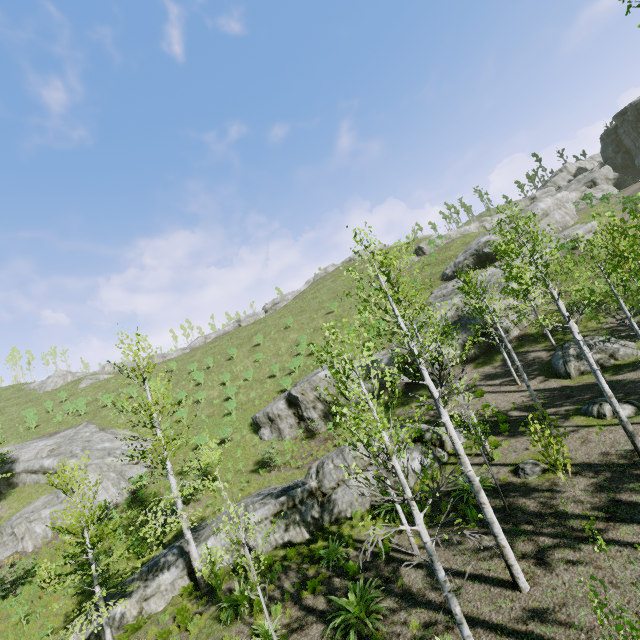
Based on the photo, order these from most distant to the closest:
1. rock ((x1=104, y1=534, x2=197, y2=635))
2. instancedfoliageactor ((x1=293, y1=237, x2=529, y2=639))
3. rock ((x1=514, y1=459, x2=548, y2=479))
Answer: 1. rock ((x1=104, y1=534, x2=197, y2=635))
2. rock ((x1=514, y1=459, x2=548, y2=479))
3. instancedfoliageactor ((x1=293, y1=237, x2=529, y2=639))

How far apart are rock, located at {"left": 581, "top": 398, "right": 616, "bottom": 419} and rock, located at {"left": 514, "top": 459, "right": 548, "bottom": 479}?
3.48m

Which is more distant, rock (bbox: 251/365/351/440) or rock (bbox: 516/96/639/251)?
rock (bbox: 516/96/639/251)

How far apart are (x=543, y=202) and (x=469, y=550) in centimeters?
3505cm

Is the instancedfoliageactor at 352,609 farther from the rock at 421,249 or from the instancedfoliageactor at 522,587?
the rock at 421,249

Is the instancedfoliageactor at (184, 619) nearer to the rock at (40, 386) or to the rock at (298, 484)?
the rock at (298, 484)

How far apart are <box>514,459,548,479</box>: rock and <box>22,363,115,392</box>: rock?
64.1m

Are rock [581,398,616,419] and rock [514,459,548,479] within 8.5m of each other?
yes
